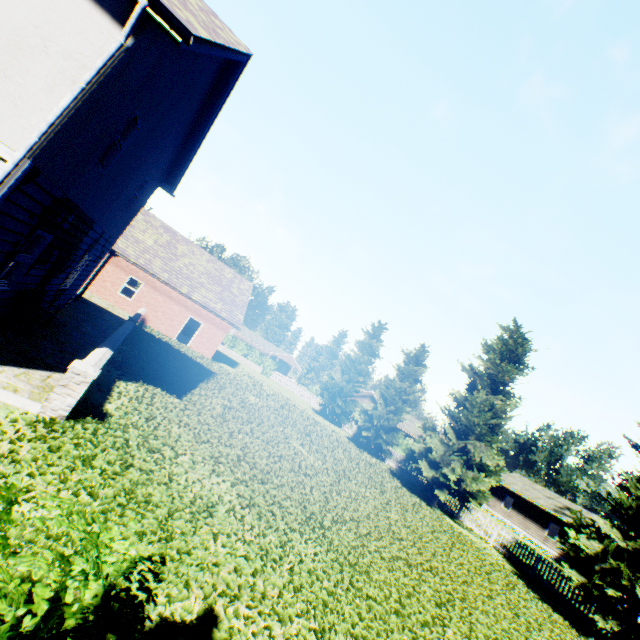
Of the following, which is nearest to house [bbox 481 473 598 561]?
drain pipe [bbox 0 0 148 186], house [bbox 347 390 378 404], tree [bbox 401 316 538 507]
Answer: house [bbox 347 390 378 404]

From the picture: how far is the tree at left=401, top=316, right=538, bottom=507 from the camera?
19.6m

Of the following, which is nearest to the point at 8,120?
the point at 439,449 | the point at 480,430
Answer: the point at 439,449

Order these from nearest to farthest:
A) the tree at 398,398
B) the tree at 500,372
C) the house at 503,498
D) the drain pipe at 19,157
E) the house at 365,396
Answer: the drain pipe at 19,157 → the tree at 500,372 → the tree at 398,398 → the house at 503,498 → the house at 365,396

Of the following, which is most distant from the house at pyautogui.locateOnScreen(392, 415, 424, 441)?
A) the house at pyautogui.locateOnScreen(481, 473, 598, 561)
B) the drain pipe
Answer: the drain pipe

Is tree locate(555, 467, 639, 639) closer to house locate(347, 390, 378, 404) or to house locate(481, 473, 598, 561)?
house locate(347, 390, 378, 404)

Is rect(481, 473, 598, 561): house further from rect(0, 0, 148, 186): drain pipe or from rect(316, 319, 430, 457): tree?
rect(0, 0, 148, 186): drain pipe

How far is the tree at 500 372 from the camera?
19.59m
